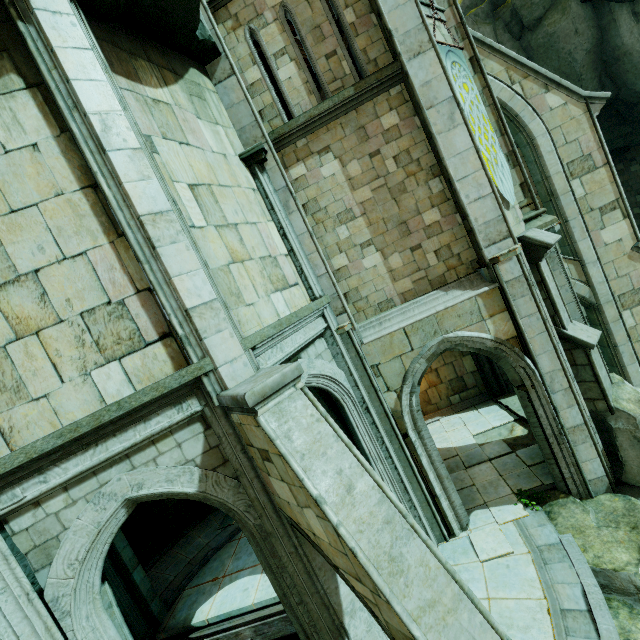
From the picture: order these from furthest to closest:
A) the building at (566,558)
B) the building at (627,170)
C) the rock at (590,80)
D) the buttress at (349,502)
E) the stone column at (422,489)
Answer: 1. the building at (627,170)
2. the rock at (590,80)
3. the stone column at (422,489)
4. the building at (566,558)
5. the buttress at (349,502)

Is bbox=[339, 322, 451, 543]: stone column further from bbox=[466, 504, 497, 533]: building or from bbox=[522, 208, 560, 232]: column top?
bbox=[522, 208, 560, 232]: column top

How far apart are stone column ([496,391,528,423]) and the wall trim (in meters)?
5.76

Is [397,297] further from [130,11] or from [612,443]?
[130,11]

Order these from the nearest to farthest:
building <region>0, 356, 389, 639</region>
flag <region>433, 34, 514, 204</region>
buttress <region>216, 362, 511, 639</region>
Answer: buttress <region>216, 362, 511, 639</region>, building <region>0, 356, 389, 639</region>, flag <region>433, 34, 514, 204</region>

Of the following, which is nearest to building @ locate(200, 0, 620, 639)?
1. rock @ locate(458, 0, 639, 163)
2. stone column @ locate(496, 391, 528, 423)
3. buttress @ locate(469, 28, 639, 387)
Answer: buttress @ locate(469, 28, 639, 387)

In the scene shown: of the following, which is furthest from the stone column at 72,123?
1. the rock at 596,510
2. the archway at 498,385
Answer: the rock at 596,510

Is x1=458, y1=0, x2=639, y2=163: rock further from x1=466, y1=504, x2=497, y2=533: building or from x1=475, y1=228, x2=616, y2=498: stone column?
x1=475, y1=228, x2=616, y2=498: stone column
